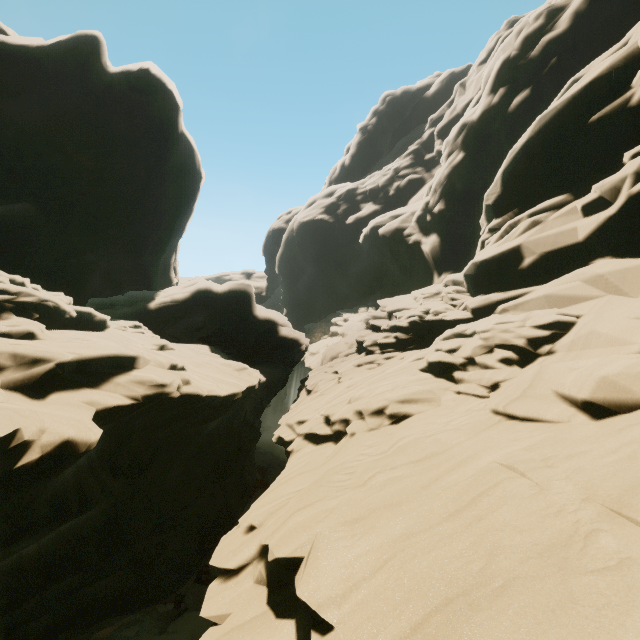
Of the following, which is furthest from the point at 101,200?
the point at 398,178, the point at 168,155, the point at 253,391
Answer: the point at 398,178
